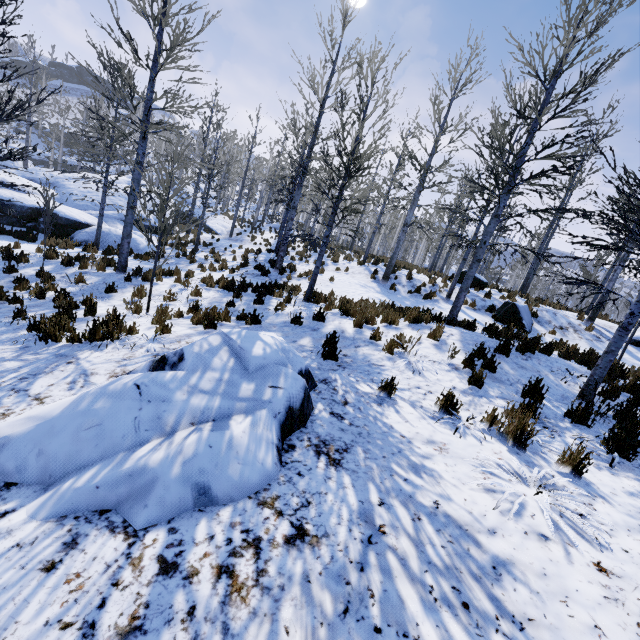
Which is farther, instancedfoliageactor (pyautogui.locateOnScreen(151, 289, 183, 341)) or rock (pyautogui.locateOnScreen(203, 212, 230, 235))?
rock (pyautogui.locateOnScreen(203, 212, 230, 235))

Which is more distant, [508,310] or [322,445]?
[508,310]

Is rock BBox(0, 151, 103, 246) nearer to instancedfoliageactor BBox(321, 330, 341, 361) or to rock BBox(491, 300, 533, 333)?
instancedfoliageactor BBox(321, 330, 341, 361)

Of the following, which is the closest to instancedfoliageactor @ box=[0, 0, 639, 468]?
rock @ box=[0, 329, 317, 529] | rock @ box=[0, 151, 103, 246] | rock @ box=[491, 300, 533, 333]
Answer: rock @ box=[0, 151, 103, 246]

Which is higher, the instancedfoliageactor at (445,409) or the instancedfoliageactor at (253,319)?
the instancedfoliageactor at (445,409)

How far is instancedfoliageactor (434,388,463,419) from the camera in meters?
4.2

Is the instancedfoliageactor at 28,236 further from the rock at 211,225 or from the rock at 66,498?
the rock at 66,498
